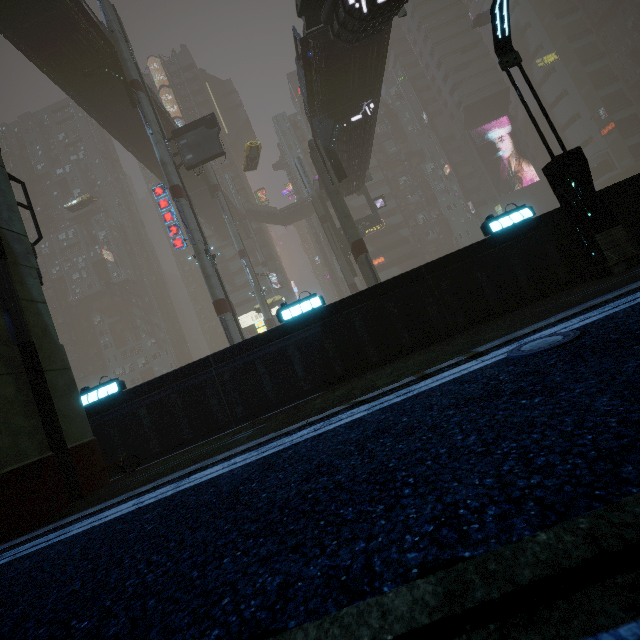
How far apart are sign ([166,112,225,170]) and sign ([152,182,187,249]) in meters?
3.7 m

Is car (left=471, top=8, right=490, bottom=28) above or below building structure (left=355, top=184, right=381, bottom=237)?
above

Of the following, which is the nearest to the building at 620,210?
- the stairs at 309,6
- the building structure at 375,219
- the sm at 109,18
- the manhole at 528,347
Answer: the building structure at 375,219

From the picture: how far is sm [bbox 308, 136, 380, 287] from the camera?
21.7 meters

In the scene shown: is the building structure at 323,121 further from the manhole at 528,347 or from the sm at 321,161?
the manhole at 528,347

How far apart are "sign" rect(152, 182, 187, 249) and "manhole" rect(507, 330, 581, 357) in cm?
2457

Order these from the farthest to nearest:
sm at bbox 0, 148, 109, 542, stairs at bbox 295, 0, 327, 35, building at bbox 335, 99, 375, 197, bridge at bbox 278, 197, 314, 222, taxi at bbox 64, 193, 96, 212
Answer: bridge at bbox 278, 197, 314, 222
taxi at bbox 64, 193, 96, 212
building at bbox 335, 99, 375, 197
stairs at bbox 295, 0, 327, 35
sm at bbox 0, 148, 109, 542

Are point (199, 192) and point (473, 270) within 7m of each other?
no
